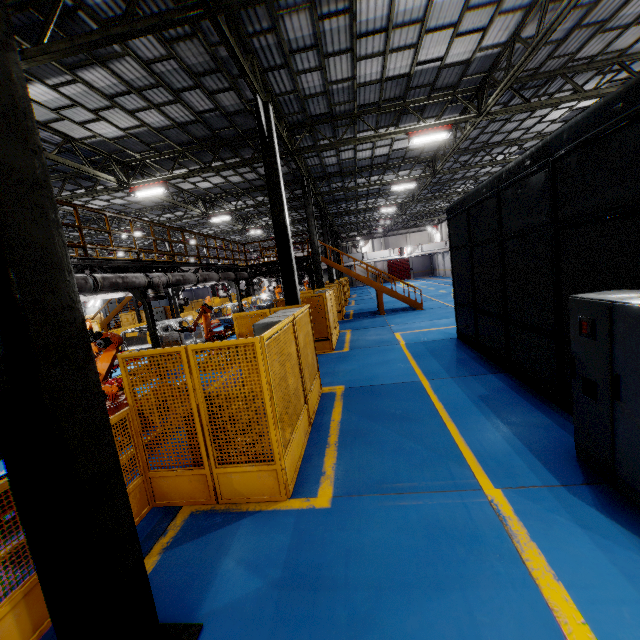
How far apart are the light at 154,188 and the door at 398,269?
47.22m

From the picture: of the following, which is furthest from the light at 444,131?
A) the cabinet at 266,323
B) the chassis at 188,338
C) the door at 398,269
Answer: the door at 398,269

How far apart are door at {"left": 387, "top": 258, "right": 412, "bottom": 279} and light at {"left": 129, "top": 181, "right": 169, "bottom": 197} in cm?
4722

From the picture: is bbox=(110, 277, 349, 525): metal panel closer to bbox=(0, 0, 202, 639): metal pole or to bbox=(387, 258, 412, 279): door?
bbox=(0, 0, 202, 639): metal pole

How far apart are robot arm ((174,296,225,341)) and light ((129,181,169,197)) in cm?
563

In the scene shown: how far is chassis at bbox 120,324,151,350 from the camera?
12.71m

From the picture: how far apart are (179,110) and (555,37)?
12.4 meters

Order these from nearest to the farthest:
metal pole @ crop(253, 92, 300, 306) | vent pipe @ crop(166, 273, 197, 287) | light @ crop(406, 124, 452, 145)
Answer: metal pole @ crop(253, 92, 300, 306) < vent pipe @ crop(166, 273, 197, 287) < light @ crop(406, 124, 452, 145)
